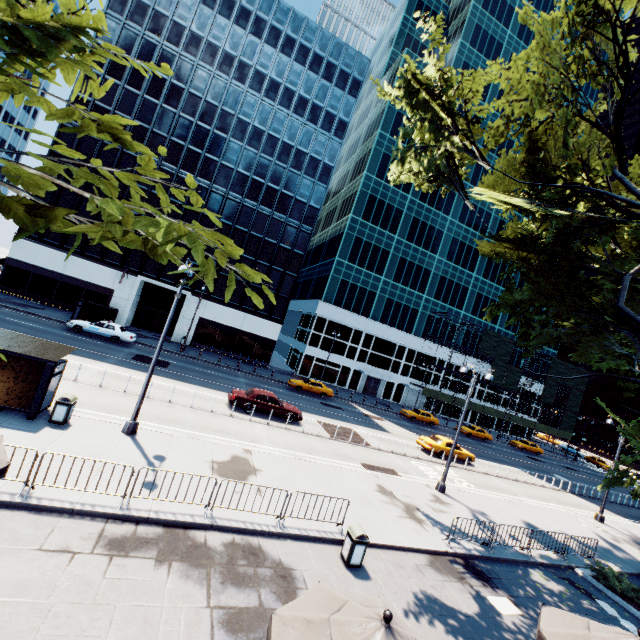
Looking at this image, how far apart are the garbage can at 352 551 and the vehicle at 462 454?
17.72m

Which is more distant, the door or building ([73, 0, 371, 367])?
the door

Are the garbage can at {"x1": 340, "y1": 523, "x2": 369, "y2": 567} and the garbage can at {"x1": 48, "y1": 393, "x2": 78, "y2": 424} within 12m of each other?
yes

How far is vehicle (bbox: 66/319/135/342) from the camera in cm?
2777

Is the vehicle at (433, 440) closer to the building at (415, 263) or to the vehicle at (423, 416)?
the vehicle at (423, 416)

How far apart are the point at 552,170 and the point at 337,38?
41.3 meters

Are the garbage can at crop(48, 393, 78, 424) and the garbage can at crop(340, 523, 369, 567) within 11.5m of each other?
yes

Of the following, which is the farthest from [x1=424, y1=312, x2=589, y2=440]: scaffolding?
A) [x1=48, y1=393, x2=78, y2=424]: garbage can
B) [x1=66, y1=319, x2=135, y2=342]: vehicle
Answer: [x1=48, y1=393, x2=78, y2=424]: garbage can
